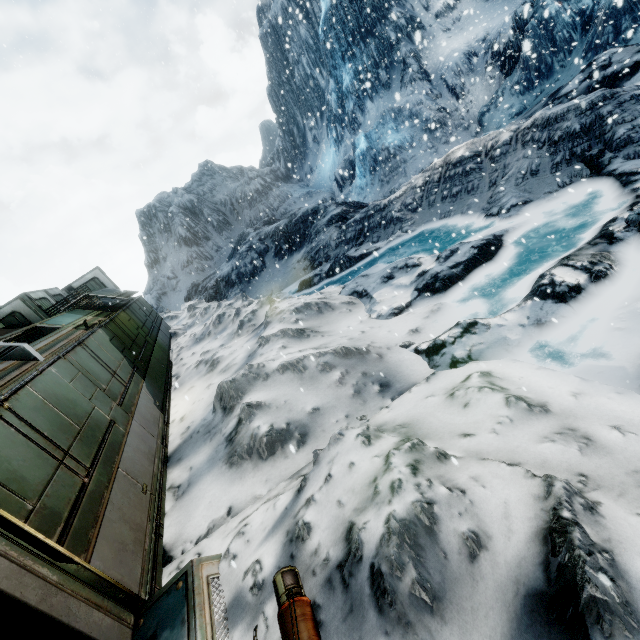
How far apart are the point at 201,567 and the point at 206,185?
40.9 meters
